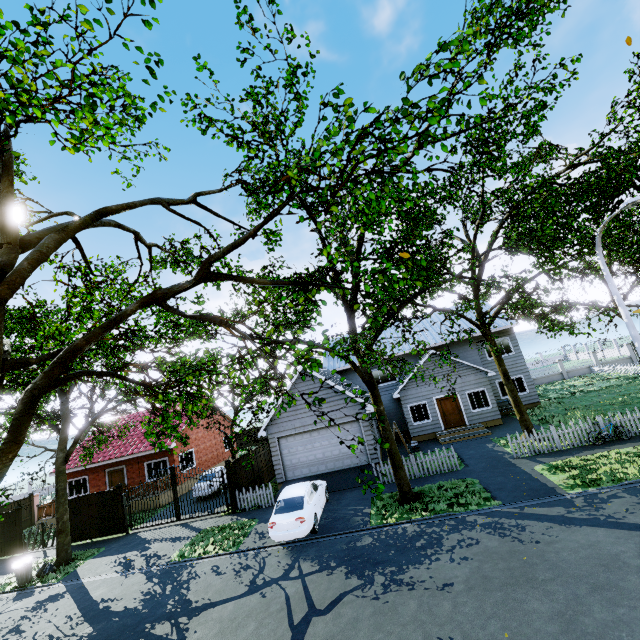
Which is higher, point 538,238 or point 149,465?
point 538,238

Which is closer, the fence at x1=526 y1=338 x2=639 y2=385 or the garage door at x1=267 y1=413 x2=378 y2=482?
the garage door at x1=267 y1=413 x2=378 y2=482

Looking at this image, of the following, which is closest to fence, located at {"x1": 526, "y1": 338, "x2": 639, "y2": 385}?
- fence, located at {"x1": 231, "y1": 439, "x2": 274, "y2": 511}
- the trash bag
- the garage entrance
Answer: fence, located at {"x1": 231, "y1": 439, "x2": 274, "y2": 511}

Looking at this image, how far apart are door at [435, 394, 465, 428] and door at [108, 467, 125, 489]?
23.6m

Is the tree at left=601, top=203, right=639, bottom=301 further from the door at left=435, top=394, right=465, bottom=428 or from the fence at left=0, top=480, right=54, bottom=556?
the door at left=435, top=394, right=465, bottom=428

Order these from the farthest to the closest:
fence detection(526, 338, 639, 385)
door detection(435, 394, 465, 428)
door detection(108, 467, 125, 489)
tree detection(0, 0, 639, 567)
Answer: fence detection(526, 338, 639, 385) → door detection(108, 467, 125, 489) → door detection(435, 394, 465, 428) → tree detection(0, 0, 639, 567)

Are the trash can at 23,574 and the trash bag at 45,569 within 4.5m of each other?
yes

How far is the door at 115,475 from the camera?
24.3 meters
